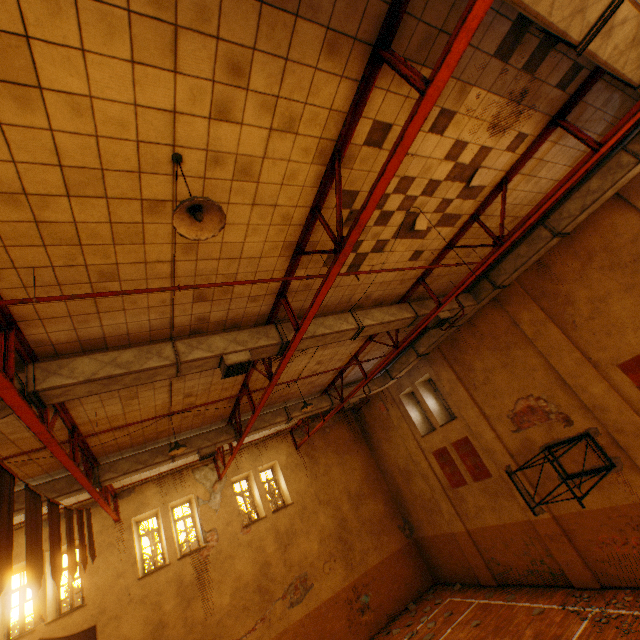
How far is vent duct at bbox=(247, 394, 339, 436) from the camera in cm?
1152

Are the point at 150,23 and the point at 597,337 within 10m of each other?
no

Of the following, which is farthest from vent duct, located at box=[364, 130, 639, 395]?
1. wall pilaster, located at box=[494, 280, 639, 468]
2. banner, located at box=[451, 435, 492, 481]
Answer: banner, located at box=[451, 435, 492, 481]

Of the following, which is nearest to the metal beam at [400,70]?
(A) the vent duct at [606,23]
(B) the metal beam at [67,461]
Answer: (A) the vent duct at [606,23]

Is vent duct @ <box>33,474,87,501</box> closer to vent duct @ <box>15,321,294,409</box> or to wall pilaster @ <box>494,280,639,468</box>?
vent duct @ <box>15,321,294,409</box>

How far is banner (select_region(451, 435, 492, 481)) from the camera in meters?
12.1 m

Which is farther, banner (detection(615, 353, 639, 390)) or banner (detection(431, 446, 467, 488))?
banner (detection(431, 446, 467, 488))

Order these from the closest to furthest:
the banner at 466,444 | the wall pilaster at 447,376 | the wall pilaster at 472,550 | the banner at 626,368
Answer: the banner at 626,368
the wall pilaster at 447,376
the banner at 466,444
the wall pilaster at 472,550
